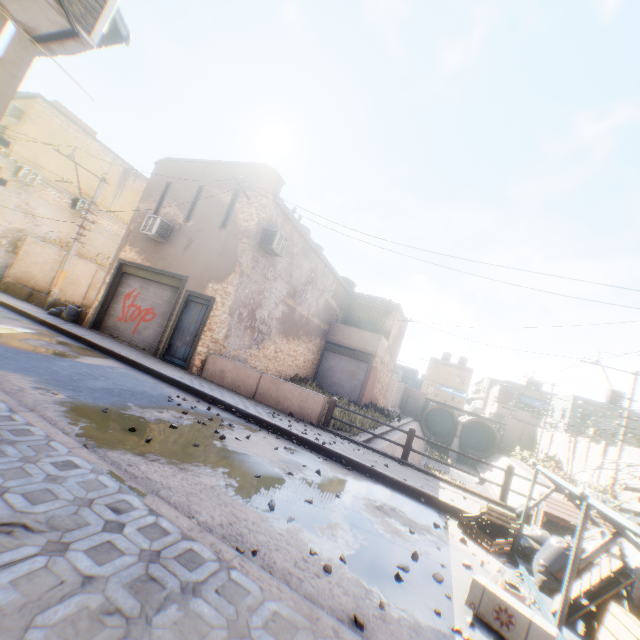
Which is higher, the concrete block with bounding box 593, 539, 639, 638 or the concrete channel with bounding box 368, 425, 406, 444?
the concrete block with bounding box 593, 539, 639, 638

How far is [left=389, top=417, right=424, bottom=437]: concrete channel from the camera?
23.7 meters

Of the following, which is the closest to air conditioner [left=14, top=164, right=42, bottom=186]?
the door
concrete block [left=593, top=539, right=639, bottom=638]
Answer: the door

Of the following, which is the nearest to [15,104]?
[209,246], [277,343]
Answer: [209,246]

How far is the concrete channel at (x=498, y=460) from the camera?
22.70m

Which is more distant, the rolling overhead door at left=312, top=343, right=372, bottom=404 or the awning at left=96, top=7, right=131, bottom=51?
the rolling overhead door at left=312, top=343, right=372, bottom=404

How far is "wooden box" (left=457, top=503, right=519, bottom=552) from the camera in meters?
5.1

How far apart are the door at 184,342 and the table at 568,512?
10.8 meters
